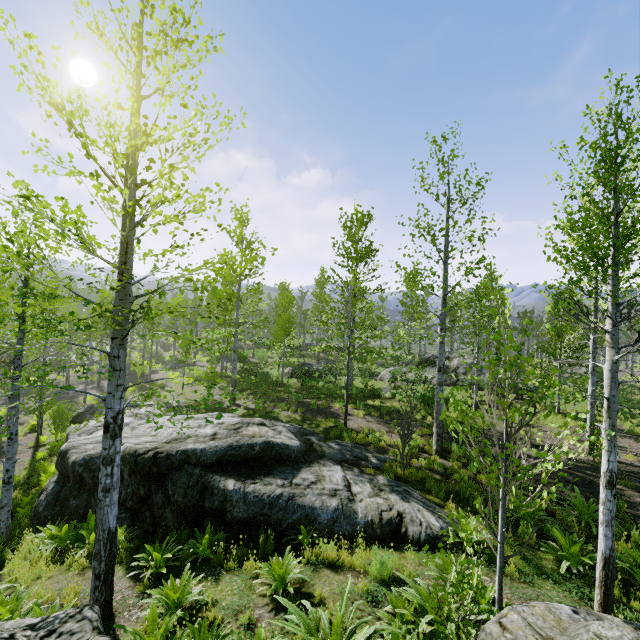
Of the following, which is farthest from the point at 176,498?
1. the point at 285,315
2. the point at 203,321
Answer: the point at 203,321

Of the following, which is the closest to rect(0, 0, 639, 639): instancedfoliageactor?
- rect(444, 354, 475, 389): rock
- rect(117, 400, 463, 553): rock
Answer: rect(117, 400, 463, 553): rock

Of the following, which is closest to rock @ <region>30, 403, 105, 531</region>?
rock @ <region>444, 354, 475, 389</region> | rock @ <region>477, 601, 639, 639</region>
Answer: rock @ <region>477, 601, 639, 639</region>

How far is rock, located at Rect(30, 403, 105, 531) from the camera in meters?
9.0 m

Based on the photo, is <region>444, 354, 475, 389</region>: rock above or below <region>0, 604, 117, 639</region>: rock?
above

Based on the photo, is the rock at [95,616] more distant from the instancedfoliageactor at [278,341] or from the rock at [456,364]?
the rock at [456,364]

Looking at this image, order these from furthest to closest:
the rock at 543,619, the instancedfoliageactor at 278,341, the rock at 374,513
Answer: the rock at 374,513
the instancedfoliageactor at 278,341
the rock at 543,619
